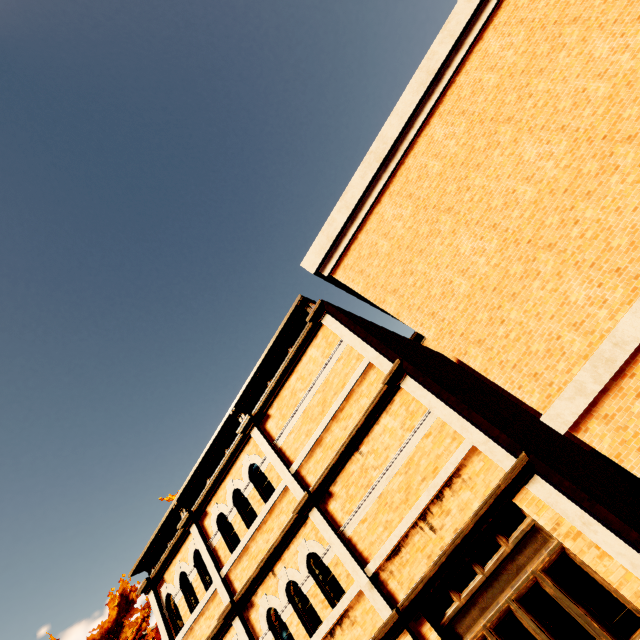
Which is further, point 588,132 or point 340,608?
point 340,608

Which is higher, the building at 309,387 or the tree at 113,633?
the tree at 113,633

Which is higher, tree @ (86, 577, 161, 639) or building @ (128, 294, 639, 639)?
tree @ (86, 577, 161, 639)

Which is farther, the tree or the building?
the tree

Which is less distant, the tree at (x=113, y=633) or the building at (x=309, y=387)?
the building at (x=309, y=387)
